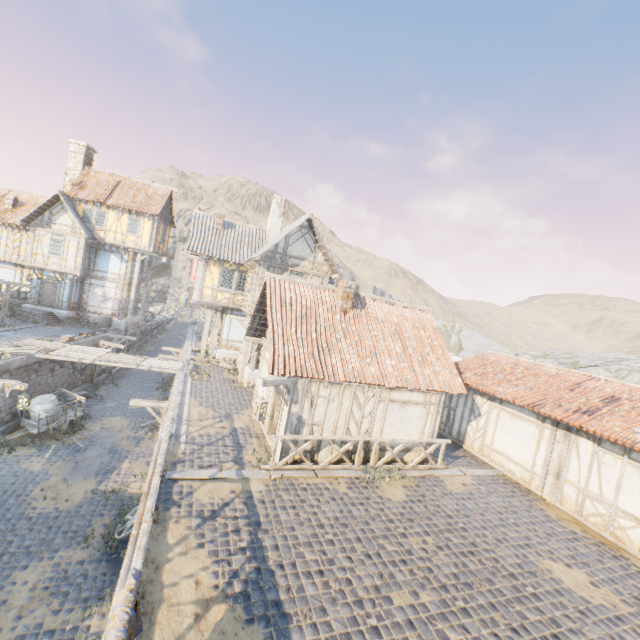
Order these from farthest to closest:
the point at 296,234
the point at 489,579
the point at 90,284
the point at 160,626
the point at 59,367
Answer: the point at 90,284 → the point at 59,367 → the point at 296,234 → the point at 489,579 → the point at 160,626

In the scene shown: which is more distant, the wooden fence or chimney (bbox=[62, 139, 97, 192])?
chimney (bbox=[62, 139, 97, 192])

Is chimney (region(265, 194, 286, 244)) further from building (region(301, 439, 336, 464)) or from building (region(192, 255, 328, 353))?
building (region(301, 439, 336, 464))

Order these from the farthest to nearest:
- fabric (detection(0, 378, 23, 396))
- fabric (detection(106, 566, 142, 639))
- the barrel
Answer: the barrel
fabric (detection(0, 378, 23, 396))
fabric (detection(106, 566, 142, 639))

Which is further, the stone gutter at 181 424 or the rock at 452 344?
the rock at 452 344

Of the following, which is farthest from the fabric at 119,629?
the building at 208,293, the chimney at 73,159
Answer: the chimney at 73,159

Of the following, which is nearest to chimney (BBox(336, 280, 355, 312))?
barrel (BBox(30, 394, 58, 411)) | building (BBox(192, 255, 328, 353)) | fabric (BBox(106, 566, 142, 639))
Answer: building (BBox(192, 255, 328, 353))

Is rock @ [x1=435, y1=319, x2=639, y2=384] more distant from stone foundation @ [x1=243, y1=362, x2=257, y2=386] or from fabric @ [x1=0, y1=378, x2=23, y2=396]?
fabric @ [x1=0, y1=378, x2=23, y2=396]
